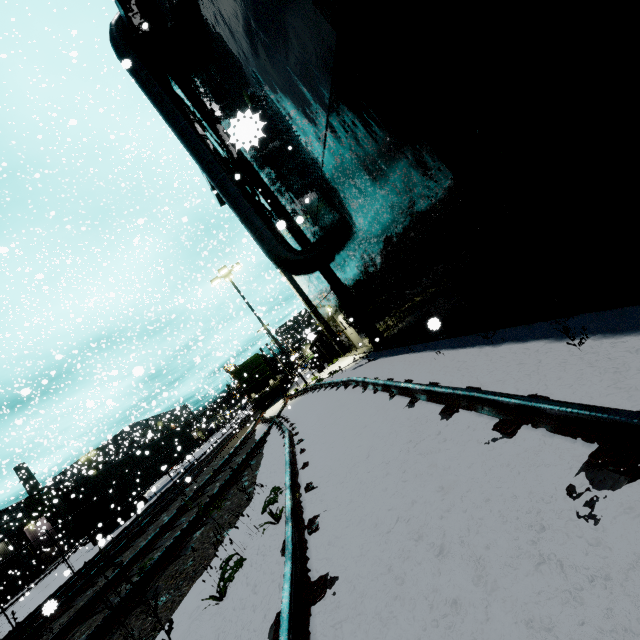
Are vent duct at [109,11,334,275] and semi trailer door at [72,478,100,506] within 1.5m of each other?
no

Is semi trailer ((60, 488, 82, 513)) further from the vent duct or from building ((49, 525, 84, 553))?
the vent duct

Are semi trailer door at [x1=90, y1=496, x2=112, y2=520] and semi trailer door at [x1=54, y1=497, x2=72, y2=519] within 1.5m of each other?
yes

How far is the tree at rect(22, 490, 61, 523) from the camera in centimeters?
3573cm

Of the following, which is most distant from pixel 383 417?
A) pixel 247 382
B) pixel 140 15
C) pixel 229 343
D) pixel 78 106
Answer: pixel 78 106

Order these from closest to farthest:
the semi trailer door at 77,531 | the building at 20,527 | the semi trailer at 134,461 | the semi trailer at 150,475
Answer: the semi trailer door at 77,531
the semi trailer at 134,461
the semi trailer at 150,475
the building at 20,527

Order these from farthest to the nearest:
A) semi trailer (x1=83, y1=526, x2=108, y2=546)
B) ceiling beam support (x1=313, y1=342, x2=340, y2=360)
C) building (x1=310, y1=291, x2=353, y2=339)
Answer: ceiling beam support (x1=313, y1=342, x2=340, y2=360)
building (x1=310, y1=291, x2=353, y2=339)
semi trailer (x1=83, y1=526, x2=108, y2=546)

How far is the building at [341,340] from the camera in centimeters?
1356cm
